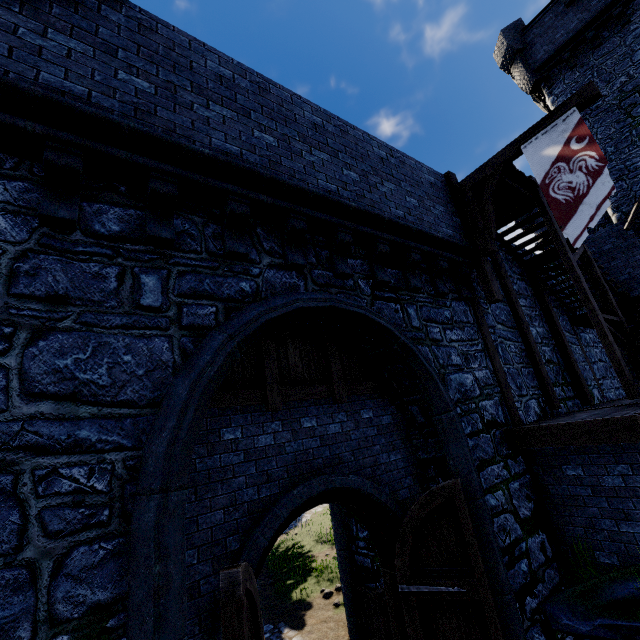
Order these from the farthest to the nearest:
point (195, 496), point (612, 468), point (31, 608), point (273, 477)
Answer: point (612, 468) < point (273, 477) < point (195, 496) < point (31, 608)

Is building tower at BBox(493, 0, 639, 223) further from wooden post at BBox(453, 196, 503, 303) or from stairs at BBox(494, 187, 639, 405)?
wooden post at BBox(453, 196, 503, 303)

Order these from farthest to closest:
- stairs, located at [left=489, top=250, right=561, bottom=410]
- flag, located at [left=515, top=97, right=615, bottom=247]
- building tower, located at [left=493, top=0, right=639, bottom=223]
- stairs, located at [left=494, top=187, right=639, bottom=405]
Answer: building tower, located at [left=493, top=0, right=639, bottom=223]
stairs, located at [left=489, top=250, right=561, bottom=410]
stairs, located at [left=494, top=187, right=639, bottom=405]
flag, located at [left=515, top=97, right=615, bottom=247]

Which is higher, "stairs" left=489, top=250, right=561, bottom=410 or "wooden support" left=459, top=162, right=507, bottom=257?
"wooden support" left=459, top=162, right=507, bottom=257

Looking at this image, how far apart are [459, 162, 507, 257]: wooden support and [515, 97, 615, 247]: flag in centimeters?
Answer: 37cm

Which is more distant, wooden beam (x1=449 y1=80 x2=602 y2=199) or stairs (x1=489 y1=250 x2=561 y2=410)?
stairs (x1=489 y1=250 x2=561 y2=410)

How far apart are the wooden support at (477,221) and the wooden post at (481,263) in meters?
0.0

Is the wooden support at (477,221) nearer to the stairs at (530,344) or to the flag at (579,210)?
the flag at (579,210)
